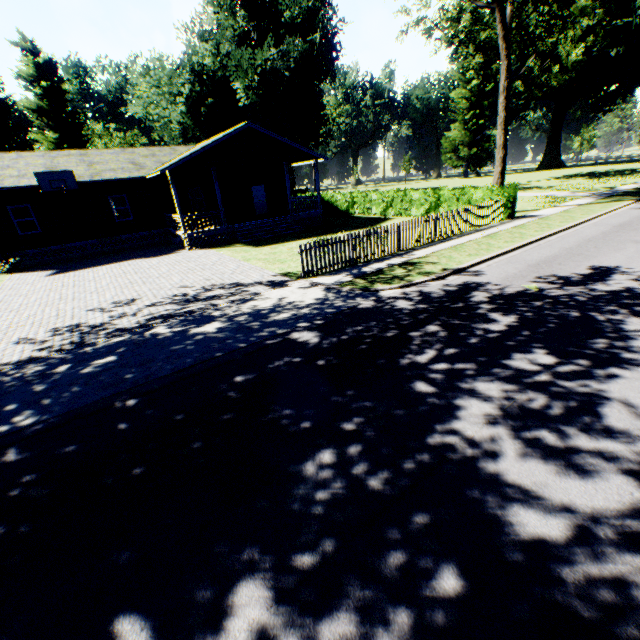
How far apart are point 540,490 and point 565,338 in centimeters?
399cm

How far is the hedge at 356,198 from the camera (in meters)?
18.14

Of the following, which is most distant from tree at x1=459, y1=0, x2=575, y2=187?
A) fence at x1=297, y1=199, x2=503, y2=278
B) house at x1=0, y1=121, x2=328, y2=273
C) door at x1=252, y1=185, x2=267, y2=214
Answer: door at x1=252, y1=185, x2=267, y2=214

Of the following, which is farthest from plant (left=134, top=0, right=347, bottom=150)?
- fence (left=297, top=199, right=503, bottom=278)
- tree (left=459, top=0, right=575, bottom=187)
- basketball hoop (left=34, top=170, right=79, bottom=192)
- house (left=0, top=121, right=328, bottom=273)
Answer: basketball hoop (left=34, top=170, right=79, bottom=192)

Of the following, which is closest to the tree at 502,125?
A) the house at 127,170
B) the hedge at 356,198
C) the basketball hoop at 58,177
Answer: the hedge at 356,198

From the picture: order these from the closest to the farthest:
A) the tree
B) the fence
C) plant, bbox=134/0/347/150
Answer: the fence → the tree → plant, bbox=134/0/347/150

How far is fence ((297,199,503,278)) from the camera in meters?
11.7 m

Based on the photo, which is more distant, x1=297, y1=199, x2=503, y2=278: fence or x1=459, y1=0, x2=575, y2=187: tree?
x1=459, y1=0, x2=575, y2=187: tree
